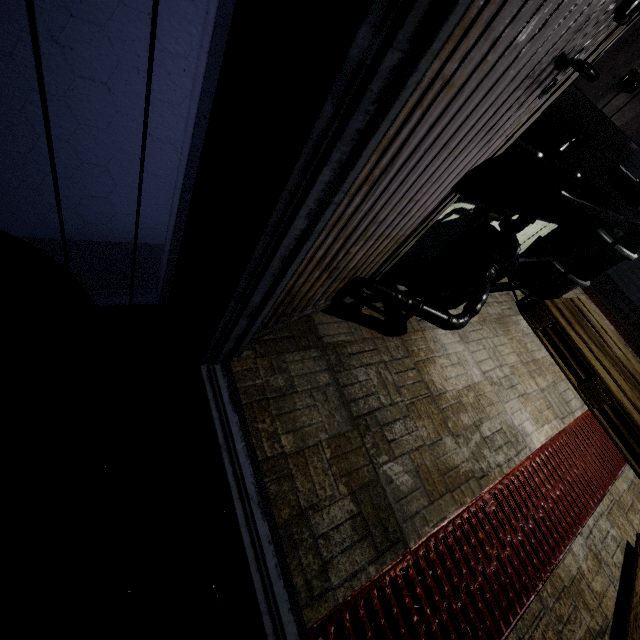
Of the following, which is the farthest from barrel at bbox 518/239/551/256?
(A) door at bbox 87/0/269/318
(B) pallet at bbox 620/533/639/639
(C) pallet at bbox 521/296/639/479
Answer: (A) door at bbox 87/0/269/318

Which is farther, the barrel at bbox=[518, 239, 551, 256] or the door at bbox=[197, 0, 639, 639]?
the barrel at bbox=[518, 239, 551, 256]

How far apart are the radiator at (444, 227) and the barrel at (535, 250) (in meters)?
1.13

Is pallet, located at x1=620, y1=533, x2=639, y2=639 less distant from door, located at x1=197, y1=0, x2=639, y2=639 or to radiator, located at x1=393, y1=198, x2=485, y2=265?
door, located at x1=197, y1=0, x2=639, y2=639

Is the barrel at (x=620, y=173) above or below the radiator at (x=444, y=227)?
above

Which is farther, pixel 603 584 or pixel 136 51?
pixel 603 584

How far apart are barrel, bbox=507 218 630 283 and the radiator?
1.1 meters
